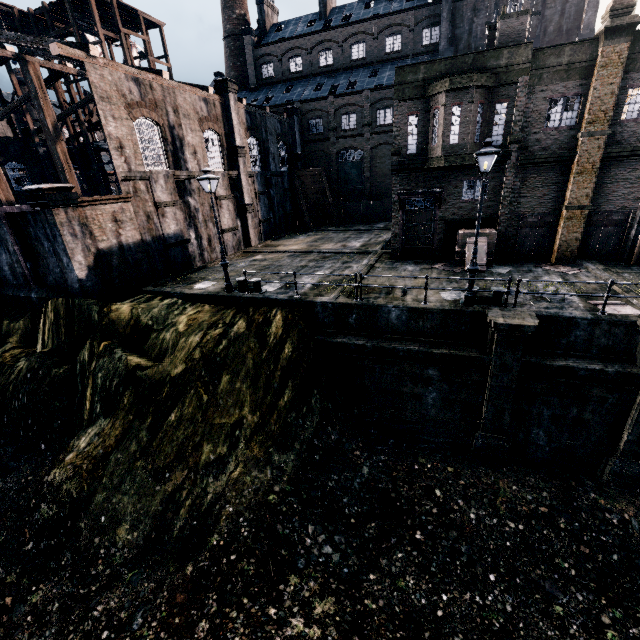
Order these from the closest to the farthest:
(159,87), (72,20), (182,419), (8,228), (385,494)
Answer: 1. (385,494)
2. (182,419)
3. (8,228)
4. (159,87)
5. (72,20)

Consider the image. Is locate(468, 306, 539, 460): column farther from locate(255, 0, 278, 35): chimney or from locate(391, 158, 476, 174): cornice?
locate(255, 0, 278, 35): chimney

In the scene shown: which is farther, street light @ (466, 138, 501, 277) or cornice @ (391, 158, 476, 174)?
cornice @ (391, 158, 476, 174)

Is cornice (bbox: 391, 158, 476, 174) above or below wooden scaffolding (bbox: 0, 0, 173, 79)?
below

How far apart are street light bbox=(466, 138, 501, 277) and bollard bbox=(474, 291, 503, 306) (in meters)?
0.83

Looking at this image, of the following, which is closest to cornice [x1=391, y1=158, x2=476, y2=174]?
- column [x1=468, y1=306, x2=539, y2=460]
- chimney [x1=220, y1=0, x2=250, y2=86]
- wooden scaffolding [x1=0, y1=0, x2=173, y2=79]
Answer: column [x1=468, y1=306, x2=539, y2=460]

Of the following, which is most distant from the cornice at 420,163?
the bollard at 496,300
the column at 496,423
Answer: the column at 496,423

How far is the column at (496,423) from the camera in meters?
11.3 m
